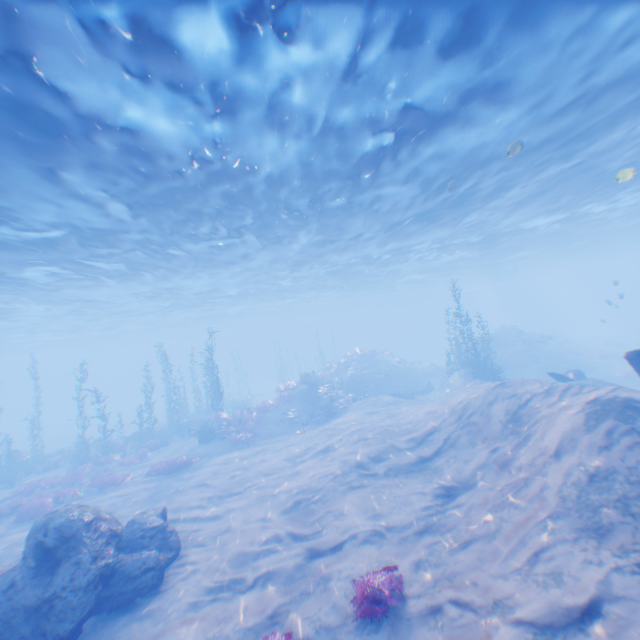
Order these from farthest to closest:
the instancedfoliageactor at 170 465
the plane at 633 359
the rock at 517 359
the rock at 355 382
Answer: the rock at 517 359
the rock at 355 382
the instancedfoliageactor at 170 465
the plane at 633 359

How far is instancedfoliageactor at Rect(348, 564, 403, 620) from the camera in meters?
5.9 m

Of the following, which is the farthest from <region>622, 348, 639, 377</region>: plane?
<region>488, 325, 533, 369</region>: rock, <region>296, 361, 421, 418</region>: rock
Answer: <region>296, 361, 421, 418</region>: rock

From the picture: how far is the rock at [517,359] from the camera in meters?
29.8

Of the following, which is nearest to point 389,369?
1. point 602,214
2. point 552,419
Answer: point 602,214

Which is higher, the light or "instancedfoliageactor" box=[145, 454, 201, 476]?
the light

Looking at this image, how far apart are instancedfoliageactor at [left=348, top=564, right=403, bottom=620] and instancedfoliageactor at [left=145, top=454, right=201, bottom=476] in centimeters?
1397cm

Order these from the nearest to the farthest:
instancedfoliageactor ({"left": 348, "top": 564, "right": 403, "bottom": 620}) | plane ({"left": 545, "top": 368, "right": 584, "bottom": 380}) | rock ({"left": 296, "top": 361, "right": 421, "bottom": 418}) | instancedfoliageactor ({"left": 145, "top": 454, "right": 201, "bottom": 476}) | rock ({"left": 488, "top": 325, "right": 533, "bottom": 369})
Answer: instancedfoliageactor ({"left": 348, "top": 564, "right": 403, "bottom": 620}) < plane ({"left": 545, "top": 368, "right": 584, "bottom": 380}) < instancedfoliageactor ({"left": 145, "top": 454, "right": 201, "bottom": 476}) < rock ({"left": 296, "top": 361, "right": 421, "bottom": 418}) < rock ({"left": 488, "top": 325, "right": 533, "bottom": 369})
